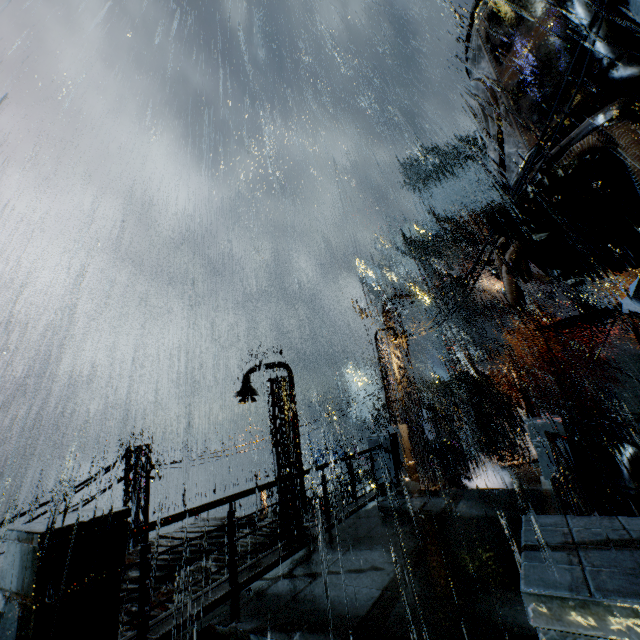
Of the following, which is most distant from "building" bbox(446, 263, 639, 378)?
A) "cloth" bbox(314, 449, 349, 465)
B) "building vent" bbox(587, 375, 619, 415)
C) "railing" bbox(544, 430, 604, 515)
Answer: "cloth" bbox(314, 449, 349, 465)

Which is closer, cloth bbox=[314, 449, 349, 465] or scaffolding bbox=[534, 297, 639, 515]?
scaffolding bbox=[534, 297, 639, 515]

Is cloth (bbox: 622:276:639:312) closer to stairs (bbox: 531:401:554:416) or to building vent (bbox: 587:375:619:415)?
stairs (bbox: 531:401:554:416)

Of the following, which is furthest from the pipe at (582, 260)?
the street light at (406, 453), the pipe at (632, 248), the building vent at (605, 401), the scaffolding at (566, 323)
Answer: the building vent at (605, 401)

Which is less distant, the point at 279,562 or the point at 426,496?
the point at 279,562

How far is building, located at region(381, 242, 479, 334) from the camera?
15.5 meters

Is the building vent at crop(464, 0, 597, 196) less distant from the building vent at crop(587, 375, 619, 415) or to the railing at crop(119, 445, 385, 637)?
the railing at crop(119, 445, 385, 637)

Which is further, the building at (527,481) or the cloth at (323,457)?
the cloth at (323,457)
